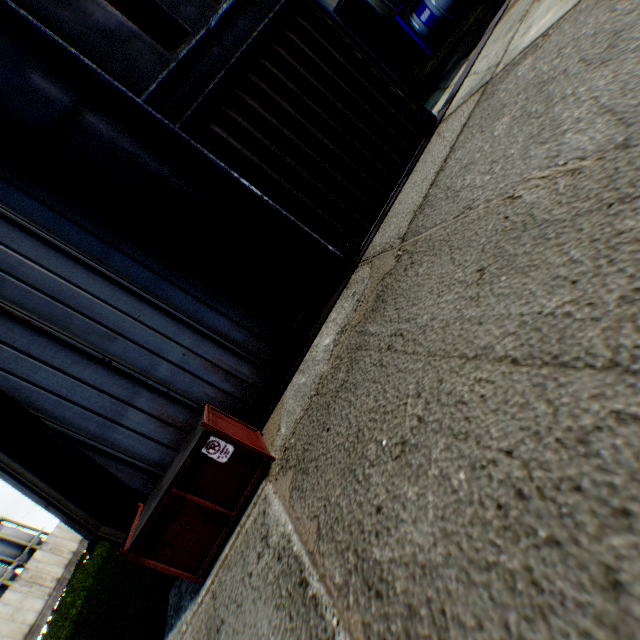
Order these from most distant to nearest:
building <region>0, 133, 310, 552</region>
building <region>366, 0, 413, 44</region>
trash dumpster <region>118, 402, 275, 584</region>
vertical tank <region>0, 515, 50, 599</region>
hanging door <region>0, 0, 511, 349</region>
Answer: vertical tank <region>0, 515, 50, 599</region>, building <region>366, 0, 413, 44</region>, hanging door <region>0, 0, 511, 349</region>, building <region>0, 133, 310, 552</region>, trash dumpster <region>118, 402, 275, 584</region>

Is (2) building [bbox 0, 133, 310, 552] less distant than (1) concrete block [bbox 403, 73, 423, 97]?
Yes

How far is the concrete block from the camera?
14.0 meters

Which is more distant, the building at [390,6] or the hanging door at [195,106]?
the building at [390,6]

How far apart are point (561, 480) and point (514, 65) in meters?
7.4 m

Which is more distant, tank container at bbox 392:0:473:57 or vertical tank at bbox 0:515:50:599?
vertical tank at bbox 0:515:50:599

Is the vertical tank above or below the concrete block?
above

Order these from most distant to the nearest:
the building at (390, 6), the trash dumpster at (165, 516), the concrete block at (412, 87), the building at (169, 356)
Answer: the building at (390, 6) < the concrete block at (412, 87) < the building at (169, 356) < the trash dumpster at (165, 516)
